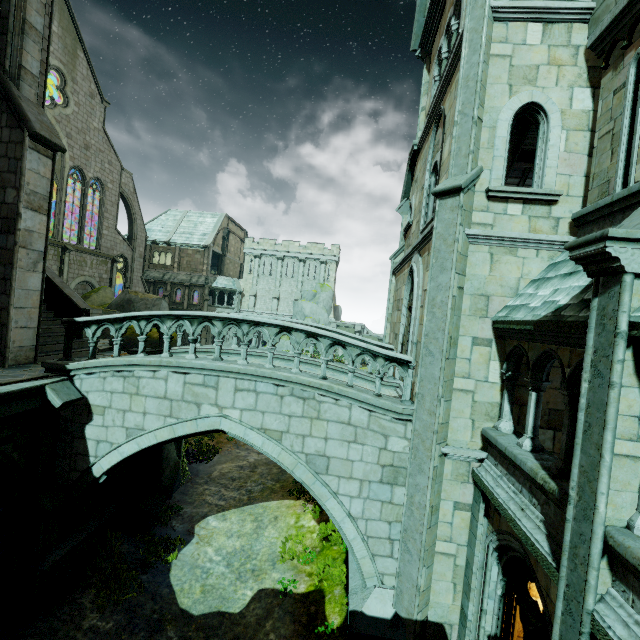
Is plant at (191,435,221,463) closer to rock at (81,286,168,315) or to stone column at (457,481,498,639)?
rock at (81,286,168,315)

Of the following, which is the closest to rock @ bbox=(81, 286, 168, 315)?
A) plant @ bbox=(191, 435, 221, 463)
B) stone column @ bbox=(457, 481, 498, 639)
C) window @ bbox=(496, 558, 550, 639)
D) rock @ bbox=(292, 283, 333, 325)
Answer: plant @ bbox=(191, 435, 221, 463)

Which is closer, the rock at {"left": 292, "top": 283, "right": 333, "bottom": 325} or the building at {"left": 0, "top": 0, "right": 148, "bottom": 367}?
the building at {"left": 0, "top": 0, "right": 148, "bottom": 367}

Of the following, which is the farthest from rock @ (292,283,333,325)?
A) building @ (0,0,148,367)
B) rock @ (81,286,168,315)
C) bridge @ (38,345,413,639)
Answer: bridge @ (38,345,413,639)

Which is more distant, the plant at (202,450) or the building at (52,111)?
the plant at (202,450)

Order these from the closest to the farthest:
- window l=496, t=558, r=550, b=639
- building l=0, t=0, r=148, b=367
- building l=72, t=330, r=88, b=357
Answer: window l=496, t=558, r=550, b=639
building l=0, t=0, r=148, b=367
building l=72, t=330, r=88, b=357

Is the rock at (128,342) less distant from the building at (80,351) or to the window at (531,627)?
the building at (80,351)

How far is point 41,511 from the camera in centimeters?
736cm
